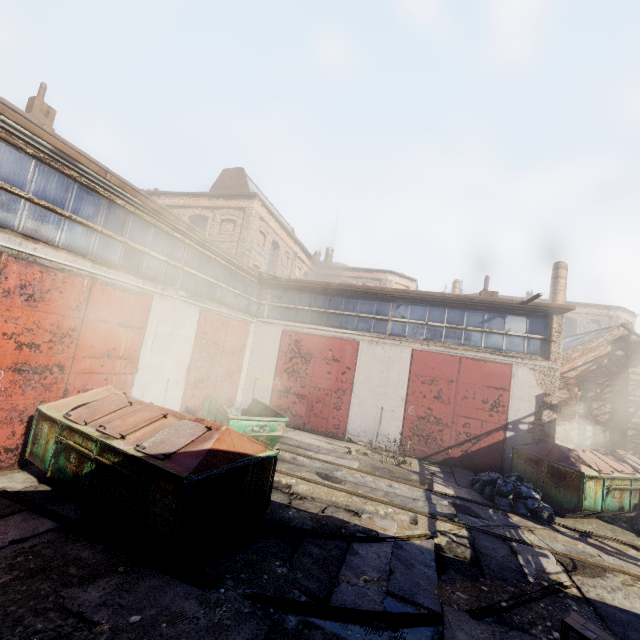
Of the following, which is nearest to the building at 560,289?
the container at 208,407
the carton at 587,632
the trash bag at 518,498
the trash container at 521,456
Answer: the trash container at 521,456

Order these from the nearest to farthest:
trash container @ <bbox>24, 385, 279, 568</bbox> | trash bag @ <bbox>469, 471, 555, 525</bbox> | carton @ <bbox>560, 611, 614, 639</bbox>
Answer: carton @ <bbox>560, 611, 614, 639</bbox> → trash container @ <bbox>24, 385, 279, 568</bbox> → trash bag @ <bbox>469, 471, 555, 525</bbox>

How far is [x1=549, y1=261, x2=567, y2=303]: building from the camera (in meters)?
23.09

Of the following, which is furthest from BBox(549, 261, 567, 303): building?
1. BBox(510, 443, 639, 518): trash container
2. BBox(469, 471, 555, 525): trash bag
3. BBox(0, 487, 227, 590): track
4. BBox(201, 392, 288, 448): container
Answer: BBox(0, 487, 227, 590): track

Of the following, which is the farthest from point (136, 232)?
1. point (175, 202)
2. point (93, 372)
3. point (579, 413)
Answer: point (579, 413)

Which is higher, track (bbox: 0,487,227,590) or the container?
the container

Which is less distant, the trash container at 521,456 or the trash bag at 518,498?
the trash bag at 518,498

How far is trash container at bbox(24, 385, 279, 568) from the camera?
4.58m
